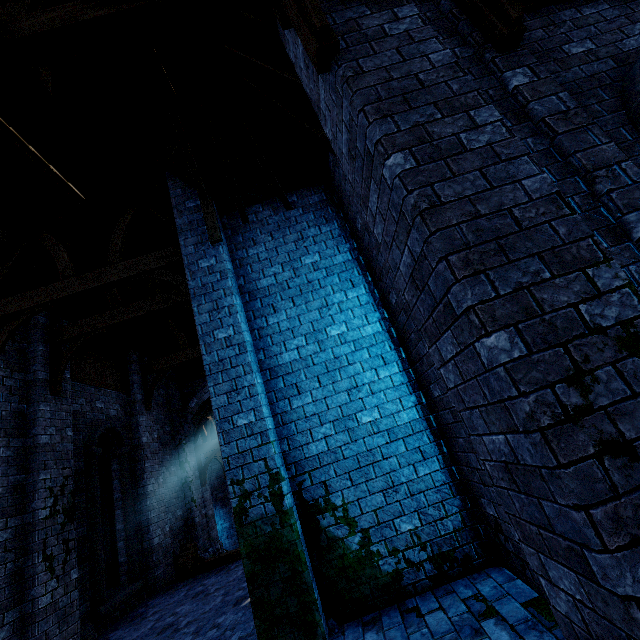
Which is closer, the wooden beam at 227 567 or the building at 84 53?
the building at 84 53

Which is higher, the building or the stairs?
the building

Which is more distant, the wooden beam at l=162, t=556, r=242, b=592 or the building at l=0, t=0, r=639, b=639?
the wooden beam at l=162, t=556, r=242, b=592

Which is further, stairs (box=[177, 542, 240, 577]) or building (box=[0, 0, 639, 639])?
stairs (box=[177, 542, 240, 577])

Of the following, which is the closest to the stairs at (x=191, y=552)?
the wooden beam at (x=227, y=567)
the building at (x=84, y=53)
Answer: the wooden beam at (x=227, y=567)

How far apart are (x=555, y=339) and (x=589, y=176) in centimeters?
194cm

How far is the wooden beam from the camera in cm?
868

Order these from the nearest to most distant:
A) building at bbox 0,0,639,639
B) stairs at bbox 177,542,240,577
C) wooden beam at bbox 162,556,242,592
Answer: building at bbox 0,0,639,639, wooden beam at bbox 162,556,242,592, stairs at bbox 177,542,240,577
